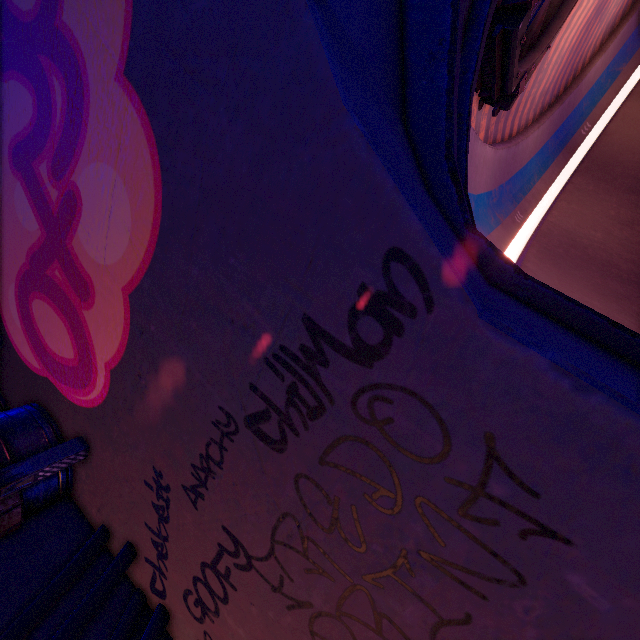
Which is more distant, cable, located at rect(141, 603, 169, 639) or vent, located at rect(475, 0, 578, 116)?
vent, located at rect(475, 0, 578, 116)

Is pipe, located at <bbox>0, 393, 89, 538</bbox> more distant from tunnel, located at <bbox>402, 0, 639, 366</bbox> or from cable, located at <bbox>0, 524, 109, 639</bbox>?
tunnel, located at <bbox>402, 0, 639, 366</bbox>

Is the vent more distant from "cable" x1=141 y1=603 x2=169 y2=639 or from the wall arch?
"cable" x1=141 y1=603 x2=169 y2=639

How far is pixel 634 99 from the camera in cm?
2630

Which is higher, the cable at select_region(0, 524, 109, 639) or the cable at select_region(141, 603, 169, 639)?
the cable at select_region(0, 524, 109, 639)

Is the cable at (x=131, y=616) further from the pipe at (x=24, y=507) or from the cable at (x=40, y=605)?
the pipe at (x=24, y=507)

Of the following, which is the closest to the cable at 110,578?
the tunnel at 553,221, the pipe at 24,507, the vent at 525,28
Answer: the pipe at 24,507

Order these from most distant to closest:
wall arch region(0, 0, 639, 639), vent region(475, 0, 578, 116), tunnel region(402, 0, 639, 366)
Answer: vent region(475, 0, 578, 116)
tunnel region(402, 0, 639, 366)
wall arch region(0, 0, 639, 639)
